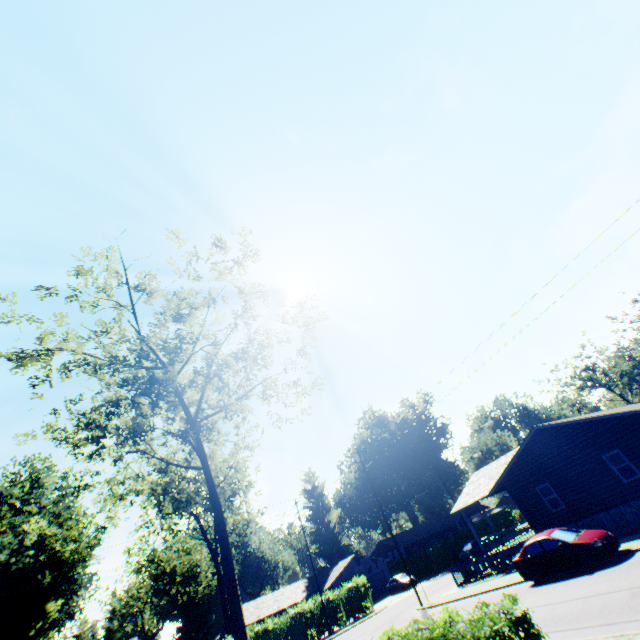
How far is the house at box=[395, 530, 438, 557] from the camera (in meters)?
55.84

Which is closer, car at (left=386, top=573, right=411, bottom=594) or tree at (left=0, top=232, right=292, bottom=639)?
tree at (left=0, top=232, right=292, bottom=639)

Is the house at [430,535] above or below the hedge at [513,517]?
above

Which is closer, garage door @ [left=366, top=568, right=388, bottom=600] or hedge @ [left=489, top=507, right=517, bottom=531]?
garage door @ [left=366, top=568, right=388, bottom=600]

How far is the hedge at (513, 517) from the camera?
49.81m

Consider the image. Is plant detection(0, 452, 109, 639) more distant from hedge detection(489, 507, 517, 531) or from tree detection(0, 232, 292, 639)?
hedge detection(489, 507, 517, 531)

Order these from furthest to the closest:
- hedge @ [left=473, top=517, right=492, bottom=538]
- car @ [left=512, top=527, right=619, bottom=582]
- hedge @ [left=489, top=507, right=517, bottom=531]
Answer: hedge @ [left=489, top=507, right=517, bottom=531] → hedge @ [left=473, top=517, right=492, bottom=538] → car @ [left=512, top=527, right=619, bottom=582]

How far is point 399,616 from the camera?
23.9m
